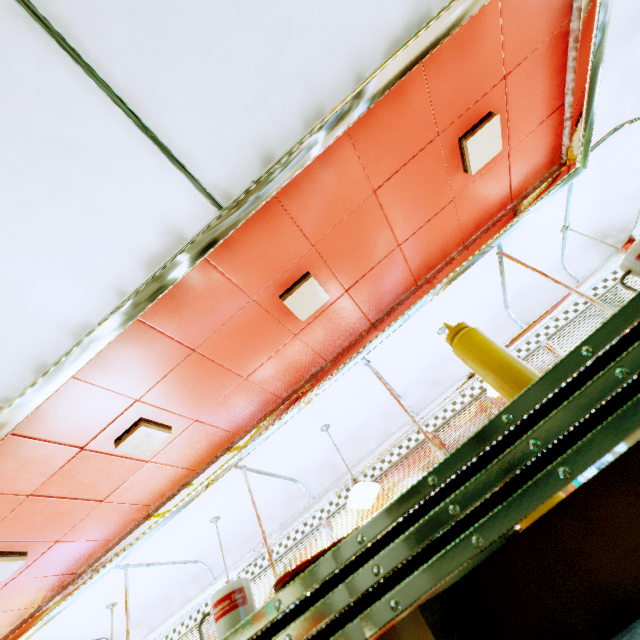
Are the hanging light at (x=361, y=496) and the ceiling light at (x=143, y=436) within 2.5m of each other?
yes

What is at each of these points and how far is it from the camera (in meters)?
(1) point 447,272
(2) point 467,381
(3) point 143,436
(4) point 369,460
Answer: (1) trim, 3.42
(2) trim, 4.54
(3) ceiling light, 2.92
(4) trim, 4.66

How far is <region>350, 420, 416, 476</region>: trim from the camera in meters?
4.6

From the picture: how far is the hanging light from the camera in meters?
3.5

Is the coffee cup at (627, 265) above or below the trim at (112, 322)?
below

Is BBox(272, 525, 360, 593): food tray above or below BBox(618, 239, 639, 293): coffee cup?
below

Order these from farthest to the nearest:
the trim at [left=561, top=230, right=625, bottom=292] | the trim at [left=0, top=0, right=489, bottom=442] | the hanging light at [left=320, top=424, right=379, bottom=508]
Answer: the trim at [left=561, top=230, right=625, bottom=292], the hanging light at [left=320, top=424, right=379, bottom=508], the trim at [left=0, top=0, right=489, bottom=442]
